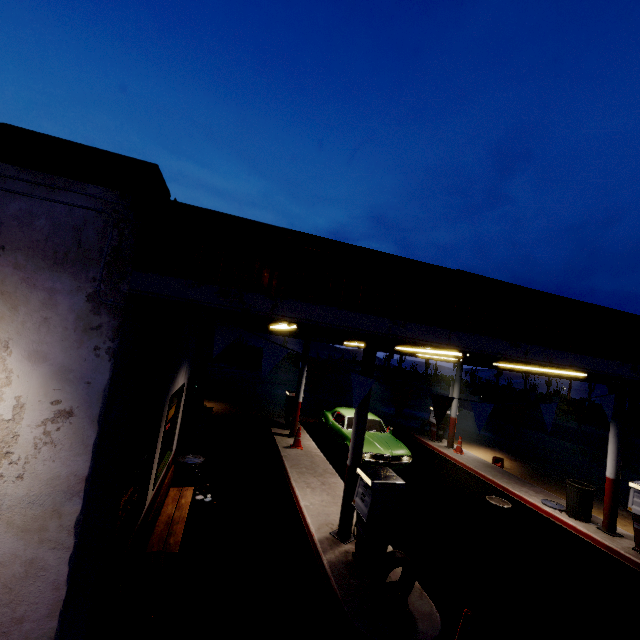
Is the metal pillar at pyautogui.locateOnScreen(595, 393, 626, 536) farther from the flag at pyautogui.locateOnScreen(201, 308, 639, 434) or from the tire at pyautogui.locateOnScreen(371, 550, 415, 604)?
the tire at pyautogui.locateOnScreen(371, 550, 415, 604)

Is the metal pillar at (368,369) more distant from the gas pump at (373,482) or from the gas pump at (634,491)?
the gas pump at (634,491)

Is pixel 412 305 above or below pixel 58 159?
below

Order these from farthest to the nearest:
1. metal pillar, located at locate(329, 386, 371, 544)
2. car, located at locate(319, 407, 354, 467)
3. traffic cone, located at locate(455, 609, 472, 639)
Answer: car, located at locate(319, 407, 354, 467) < metal pillar, located at locate(329, 386, 371, 544) < traffic cone, located at locate(455, 609, 472, 639)

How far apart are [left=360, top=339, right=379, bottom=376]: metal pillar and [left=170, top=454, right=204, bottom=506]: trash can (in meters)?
3.02

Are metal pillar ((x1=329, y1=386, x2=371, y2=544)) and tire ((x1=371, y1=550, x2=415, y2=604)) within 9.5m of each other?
yes

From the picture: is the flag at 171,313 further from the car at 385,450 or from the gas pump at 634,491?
the car at 385,450

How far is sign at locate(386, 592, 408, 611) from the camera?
4.6m
